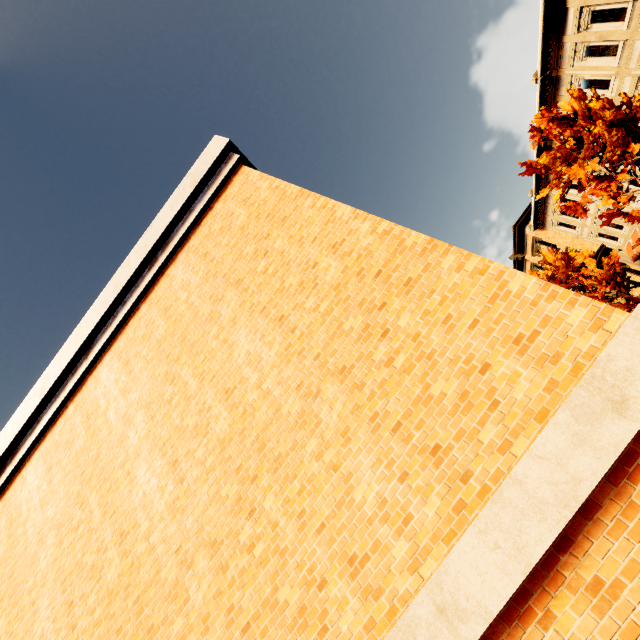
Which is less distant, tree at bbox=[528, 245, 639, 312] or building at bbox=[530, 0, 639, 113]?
building at bbox=[530, 0, 639, 113]

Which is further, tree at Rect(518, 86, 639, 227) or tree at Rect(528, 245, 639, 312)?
tree at Rect(528, 245, 639, 312)

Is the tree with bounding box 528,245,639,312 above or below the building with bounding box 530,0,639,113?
below

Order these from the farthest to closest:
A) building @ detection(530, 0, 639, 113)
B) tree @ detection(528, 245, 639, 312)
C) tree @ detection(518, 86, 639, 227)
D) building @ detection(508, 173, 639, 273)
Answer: building @ detection(508, 173, 639, 273)
tree @ detection(528, 245, 639, 312)
building @ detection(530, 0, 639, 113)
tree @ detection(518, 86, 639, 227)

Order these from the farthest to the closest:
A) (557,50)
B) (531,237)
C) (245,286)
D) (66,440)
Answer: (531,237) < (557,50) < (66,440) < (245,286)

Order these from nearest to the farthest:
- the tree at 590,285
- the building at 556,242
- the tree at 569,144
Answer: the tree at 569,144 → the tree at 590,285 → the building at 556,242

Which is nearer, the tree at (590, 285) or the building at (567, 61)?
the building at (567, 61)
